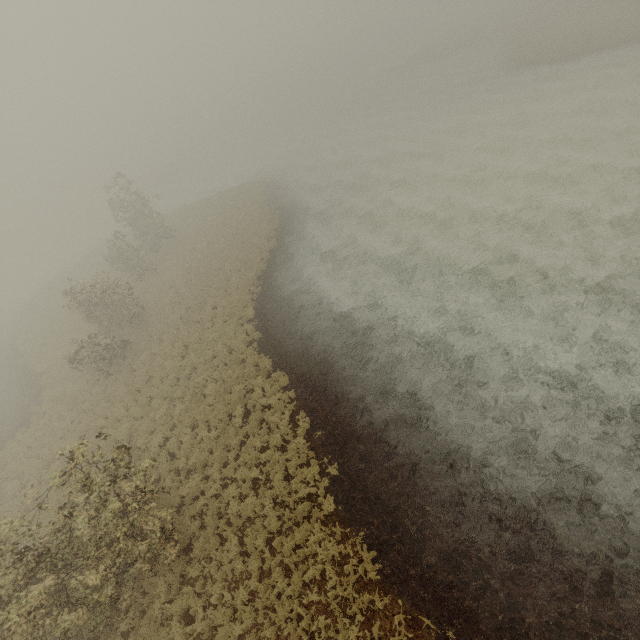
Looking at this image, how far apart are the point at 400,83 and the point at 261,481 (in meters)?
63.40
